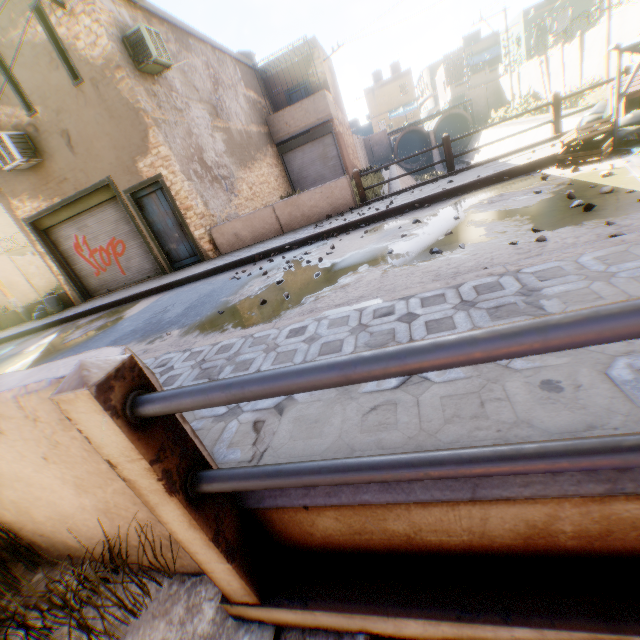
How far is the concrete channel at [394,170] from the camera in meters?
21.0 m

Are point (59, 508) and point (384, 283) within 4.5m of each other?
yes

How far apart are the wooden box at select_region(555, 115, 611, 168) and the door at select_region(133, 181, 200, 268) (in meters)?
9.74

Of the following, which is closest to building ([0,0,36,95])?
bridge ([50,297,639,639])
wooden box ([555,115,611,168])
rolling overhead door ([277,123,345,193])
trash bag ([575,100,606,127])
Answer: rolling overhead door ([277,123,345,193])

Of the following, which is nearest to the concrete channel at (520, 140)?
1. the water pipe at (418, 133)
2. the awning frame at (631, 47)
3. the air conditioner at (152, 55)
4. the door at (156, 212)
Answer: the water pipe at (418, 133)

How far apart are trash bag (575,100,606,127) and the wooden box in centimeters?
72cm

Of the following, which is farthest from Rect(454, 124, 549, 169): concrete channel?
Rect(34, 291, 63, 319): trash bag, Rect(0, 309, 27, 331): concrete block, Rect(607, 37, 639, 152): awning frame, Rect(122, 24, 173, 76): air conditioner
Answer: Rect(0, 309, 27, 331): concrete block

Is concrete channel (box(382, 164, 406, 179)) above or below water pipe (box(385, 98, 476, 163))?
below
